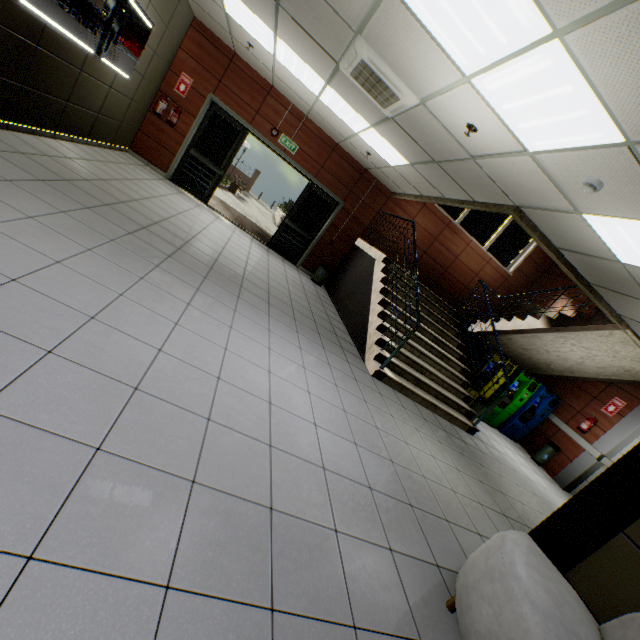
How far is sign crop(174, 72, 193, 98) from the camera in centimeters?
735cm

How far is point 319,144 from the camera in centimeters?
Result: 830cm

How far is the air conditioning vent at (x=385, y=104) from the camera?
3.62m

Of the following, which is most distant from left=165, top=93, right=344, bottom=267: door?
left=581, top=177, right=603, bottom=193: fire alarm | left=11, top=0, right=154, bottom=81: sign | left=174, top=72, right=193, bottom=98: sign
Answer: left=581, top=177, right=603, bottom=193: fire alarm

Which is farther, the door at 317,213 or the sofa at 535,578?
the door at 317,213

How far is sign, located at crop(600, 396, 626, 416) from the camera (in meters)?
7.33

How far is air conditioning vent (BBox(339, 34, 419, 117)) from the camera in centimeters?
362cm

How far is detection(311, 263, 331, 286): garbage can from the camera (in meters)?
9.07
